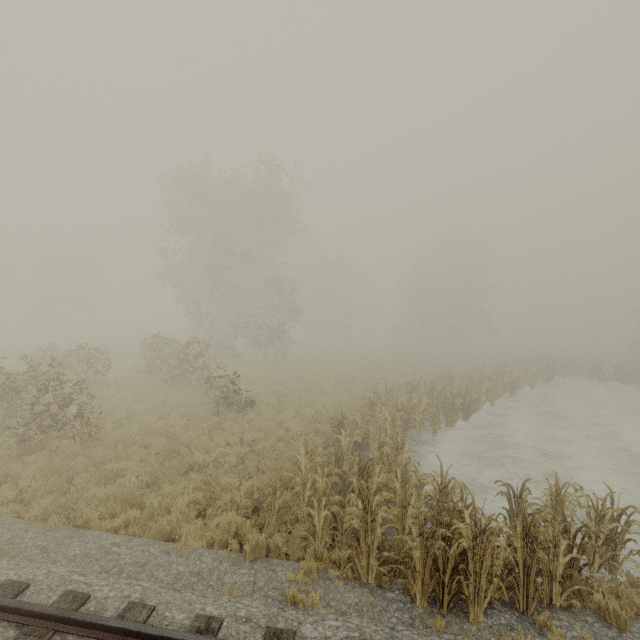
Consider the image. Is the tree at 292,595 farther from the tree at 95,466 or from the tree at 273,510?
the tree at 95,466

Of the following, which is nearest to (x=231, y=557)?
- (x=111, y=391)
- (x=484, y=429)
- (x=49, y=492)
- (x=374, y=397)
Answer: (x=49, y=492)

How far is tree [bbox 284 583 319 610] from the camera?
4.94m

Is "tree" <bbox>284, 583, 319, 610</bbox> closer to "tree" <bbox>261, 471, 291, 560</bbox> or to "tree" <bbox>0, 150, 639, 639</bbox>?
"tree" <bbox>261, 471, 291, 560</bbox>

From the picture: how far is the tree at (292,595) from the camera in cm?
494

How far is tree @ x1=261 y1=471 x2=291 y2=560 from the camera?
6.3 meters

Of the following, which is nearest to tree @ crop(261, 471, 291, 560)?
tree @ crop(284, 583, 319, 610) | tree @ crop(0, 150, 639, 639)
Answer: tree @ crop(284, 583, 319, 610)
